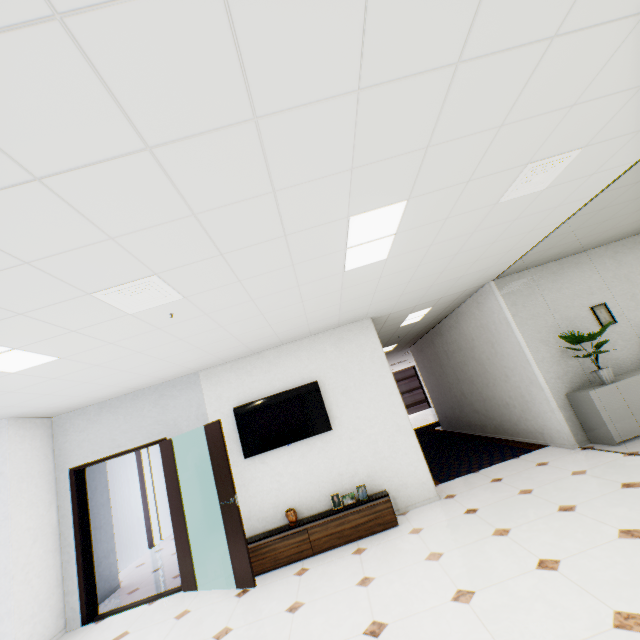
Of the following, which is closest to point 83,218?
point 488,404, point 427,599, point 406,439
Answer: point 427,599

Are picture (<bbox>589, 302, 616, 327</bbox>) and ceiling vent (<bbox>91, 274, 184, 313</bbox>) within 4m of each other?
no

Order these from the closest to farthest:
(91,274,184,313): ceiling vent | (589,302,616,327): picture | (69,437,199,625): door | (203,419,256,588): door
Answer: (91,274,184,313): ceiling vent
(203,419,256,588): door
(69,437,199,625): door
(589,302,616,327): picture

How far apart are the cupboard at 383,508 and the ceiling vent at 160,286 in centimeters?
352cm

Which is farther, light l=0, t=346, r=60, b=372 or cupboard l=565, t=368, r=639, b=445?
cupboard l=565, t=368, r=639, b=445

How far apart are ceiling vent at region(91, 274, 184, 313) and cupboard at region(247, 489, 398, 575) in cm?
352

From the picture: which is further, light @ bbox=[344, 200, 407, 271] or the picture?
the picture

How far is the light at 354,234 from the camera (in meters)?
2.54
